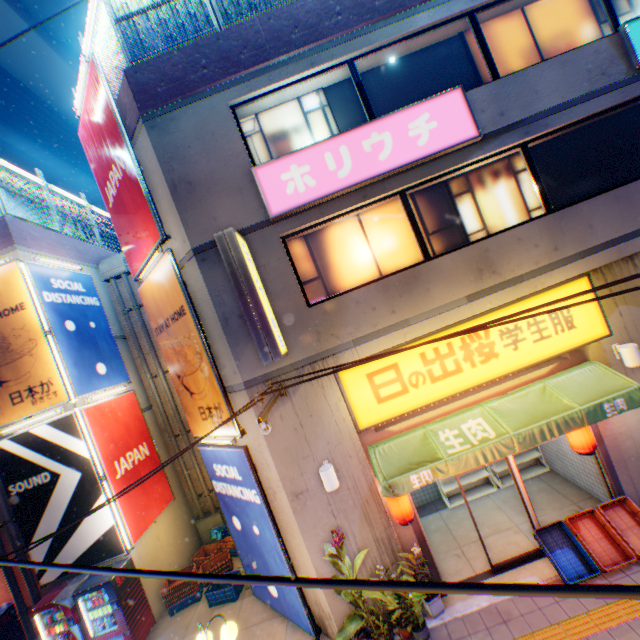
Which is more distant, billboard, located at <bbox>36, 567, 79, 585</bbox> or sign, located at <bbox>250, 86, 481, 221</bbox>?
billboard, located at <bbox>36, 567, 79, 585</bbox>

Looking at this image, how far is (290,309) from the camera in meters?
6.7

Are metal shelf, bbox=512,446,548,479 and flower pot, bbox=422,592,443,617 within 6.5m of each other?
→ yes

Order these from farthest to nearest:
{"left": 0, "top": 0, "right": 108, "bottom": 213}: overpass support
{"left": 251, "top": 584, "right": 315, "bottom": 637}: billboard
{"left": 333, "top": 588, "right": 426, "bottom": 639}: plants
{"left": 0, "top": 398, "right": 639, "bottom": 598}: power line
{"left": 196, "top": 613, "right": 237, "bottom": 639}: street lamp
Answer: {"left": 0, "top": 0, "right": 108, "bottom": 213}: overpass support < {"left": 251, "top": 584, "right": 315, "bottom": 637}: billboard < {"left": 333, "top": 588, "right": 426, "bottom": 639}: plants < {"left": 196, "top": 613, "right": 237, "bottom": 639}: street lamp < {"left": 0, "top": 398, "right": 639, "bottom": 598}: power line

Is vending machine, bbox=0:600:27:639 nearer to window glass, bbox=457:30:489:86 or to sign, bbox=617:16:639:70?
window glass, bbox=457:30:489:86

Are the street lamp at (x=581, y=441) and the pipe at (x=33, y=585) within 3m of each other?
no

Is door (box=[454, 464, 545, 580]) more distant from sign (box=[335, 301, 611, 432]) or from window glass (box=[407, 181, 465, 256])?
window glass (box=[407, 181, 465, 256])

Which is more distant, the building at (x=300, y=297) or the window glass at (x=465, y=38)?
the window glass at (x=465, y=38)
